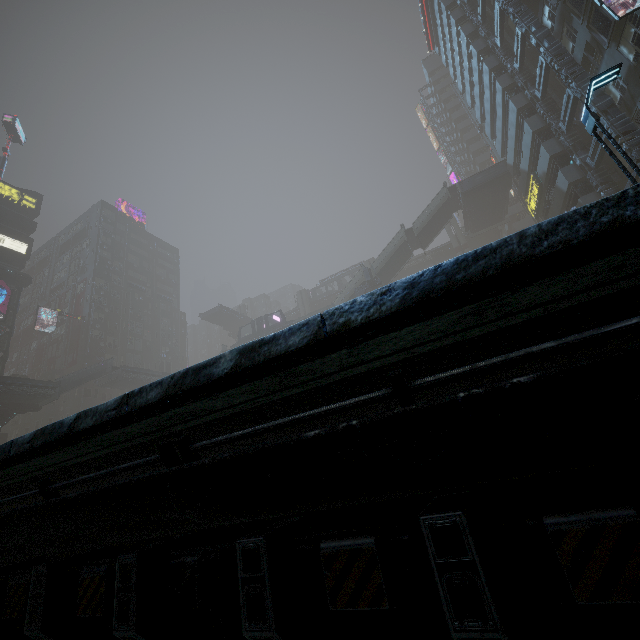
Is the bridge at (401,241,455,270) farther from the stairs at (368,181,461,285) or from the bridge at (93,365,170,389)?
the bridge at (93,365,170,389)

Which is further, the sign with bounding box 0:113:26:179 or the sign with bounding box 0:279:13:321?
the sign with bounding box 0:113:26:179

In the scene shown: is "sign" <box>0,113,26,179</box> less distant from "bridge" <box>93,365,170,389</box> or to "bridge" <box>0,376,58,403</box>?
"bridge" <box>0,376,58,403</box>

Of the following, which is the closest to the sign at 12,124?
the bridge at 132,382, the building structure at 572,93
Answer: the bridge at 132,382

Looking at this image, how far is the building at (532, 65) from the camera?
27.7m

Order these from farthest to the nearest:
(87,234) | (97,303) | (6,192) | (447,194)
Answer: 1. (87,234)
2. (97,303)
3. (6,192)
4. (447,194)

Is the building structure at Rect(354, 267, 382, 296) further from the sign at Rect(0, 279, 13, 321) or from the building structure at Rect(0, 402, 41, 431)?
the sign at Rect(0, 279, 13, 321)

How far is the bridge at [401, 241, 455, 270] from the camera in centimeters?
5678cm
